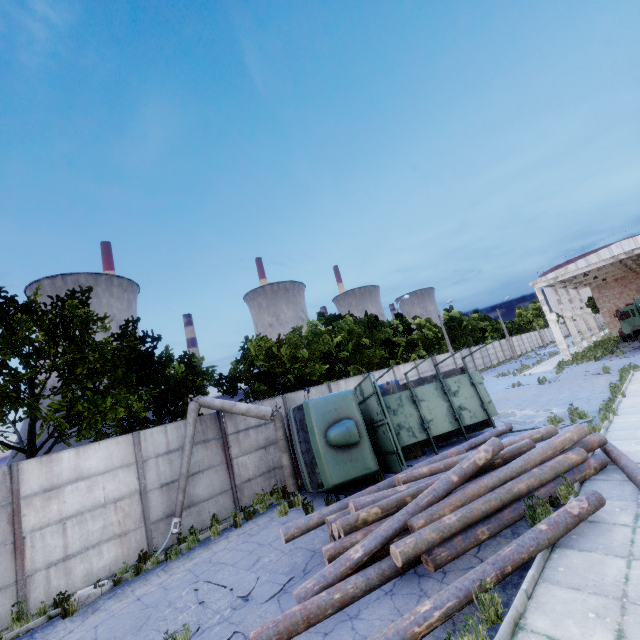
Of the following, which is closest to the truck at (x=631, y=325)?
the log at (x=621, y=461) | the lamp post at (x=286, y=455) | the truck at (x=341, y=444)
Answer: the truck at (x=341, y=444)

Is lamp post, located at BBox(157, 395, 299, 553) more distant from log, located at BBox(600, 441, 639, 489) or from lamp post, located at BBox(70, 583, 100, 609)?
log, located at BBox(600, 441, 639, 489)

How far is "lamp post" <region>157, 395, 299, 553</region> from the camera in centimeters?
1029cm

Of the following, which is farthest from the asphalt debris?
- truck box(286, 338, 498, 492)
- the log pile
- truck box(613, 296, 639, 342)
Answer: truck box(613, 296, 639, 342)

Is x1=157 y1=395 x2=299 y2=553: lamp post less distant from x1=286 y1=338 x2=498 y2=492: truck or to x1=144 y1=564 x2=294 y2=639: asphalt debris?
x1=286 y1=338 x2=498 y2=492: truck

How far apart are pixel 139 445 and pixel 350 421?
7.0 meters

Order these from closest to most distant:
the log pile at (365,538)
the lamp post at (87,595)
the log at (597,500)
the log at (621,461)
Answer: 1. the log at (597,500)
2. the log pile at (365,538)
3. the log at (621,461)
4. the lamp post at (87,595)

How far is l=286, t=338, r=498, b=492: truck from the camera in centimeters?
1020cm
